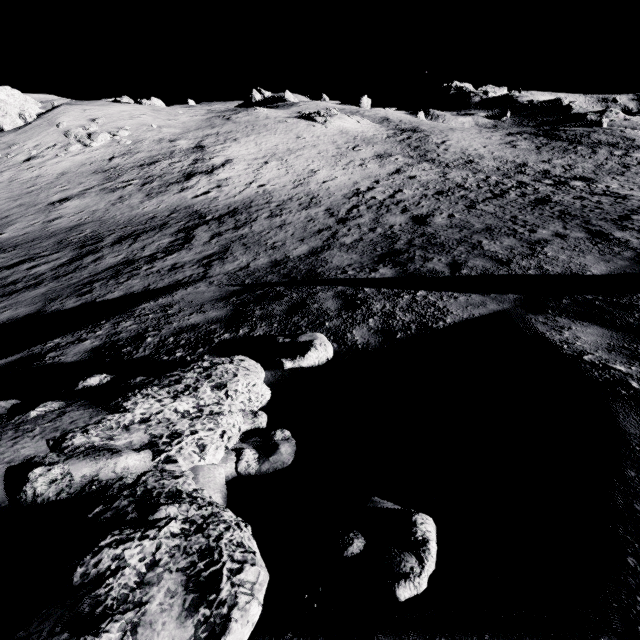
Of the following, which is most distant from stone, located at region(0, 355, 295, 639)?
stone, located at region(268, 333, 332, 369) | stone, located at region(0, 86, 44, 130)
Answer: stone, located at region(0, 86, 44, 130)

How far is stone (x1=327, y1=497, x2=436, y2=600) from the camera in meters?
1.4 m

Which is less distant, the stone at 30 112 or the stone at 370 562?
the stone at 370 562

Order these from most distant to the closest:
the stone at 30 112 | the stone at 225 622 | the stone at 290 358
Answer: the stone at 30 112, the stone at 290 358, the stone at 225 622

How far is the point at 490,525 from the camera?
1.6 meters

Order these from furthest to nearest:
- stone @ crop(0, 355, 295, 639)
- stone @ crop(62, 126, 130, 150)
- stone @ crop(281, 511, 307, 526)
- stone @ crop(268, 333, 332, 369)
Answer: stone @ crop(62, 126, 130, 150)
stone @ crop(268, 333, 332, 369)
stone @ crop(281, 511, 307, 526)
stone @ crop(0, 355, 295, 639)

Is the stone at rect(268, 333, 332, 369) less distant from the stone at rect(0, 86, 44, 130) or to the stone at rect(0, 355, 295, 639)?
the stone at rect(0, 355, 295, 639)

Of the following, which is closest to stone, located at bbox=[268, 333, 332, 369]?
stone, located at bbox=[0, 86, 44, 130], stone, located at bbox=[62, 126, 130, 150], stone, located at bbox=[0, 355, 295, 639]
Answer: stone, located at bbox=[0, 355, 295, 639]
